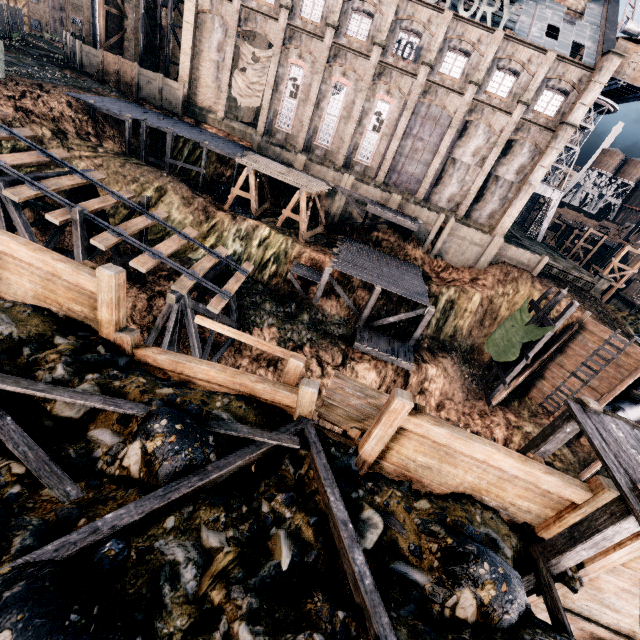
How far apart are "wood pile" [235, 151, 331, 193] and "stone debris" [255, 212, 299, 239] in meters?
3.5

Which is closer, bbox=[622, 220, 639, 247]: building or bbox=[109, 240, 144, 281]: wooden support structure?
bbox=[109, 240, 144, 281]: wooden support structure

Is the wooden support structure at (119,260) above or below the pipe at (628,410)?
below

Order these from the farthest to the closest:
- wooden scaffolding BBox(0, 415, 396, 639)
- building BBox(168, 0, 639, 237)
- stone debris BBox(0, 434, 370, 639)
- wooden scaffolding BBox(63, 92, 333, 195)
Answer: building BBox(168, 0, 639, 237), wooden scaffolding BBox(63, 92, 333, 195), wooden scaffolding BBox(0, 415, 396, 639), stone debris BBox(0, 434, 370, 639)

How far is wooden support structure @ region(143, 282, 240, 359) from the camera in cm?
1580

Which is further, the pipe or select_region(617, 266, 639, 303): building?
select_region(617, 266, 639, 303): building

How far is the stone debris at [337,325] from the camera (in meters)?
25.25

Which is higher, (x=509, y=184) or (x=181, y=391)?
(x=509, y=184)
